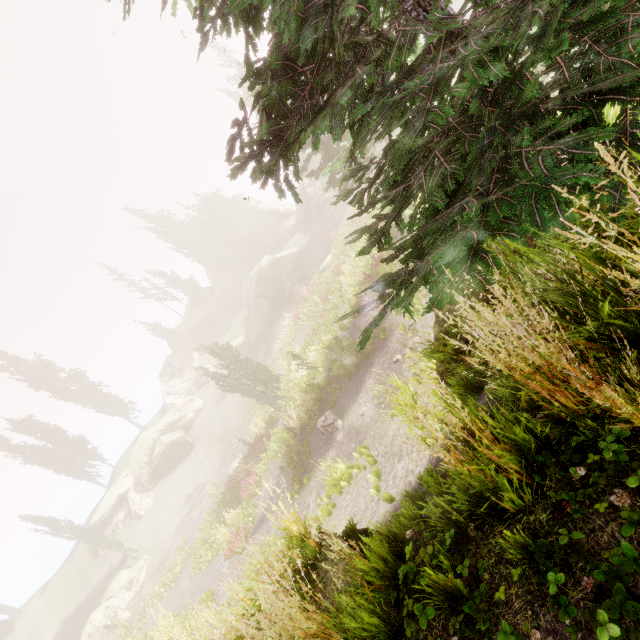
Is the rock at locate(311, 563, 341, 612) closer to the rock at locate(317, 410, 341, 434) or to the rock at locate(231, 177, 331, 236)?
the rock at locate(317, 410, 341, 434)

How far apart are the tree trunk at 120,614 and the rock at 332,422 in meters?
23.9

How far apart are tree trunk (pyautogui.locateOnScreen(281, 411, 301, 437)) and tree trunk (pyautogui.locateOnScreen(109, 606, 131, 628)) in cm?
2112

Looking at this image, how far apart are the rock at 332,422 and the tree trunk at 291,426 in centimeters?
264cm

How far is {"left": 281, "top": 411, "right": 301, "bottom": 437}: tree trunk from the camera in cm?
1842

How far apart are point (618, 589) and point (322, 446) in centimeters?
1498cm

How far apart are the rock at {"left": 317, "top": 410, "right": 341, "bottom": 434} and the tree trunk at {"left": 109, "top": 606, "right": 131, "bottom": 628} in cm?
2392

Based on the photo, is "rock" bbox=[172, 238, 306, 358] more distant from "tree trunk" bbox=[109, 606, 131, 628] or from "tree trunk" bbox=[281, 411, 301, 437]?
"tree trunk" bbox=[281, 411, 301, 437]
